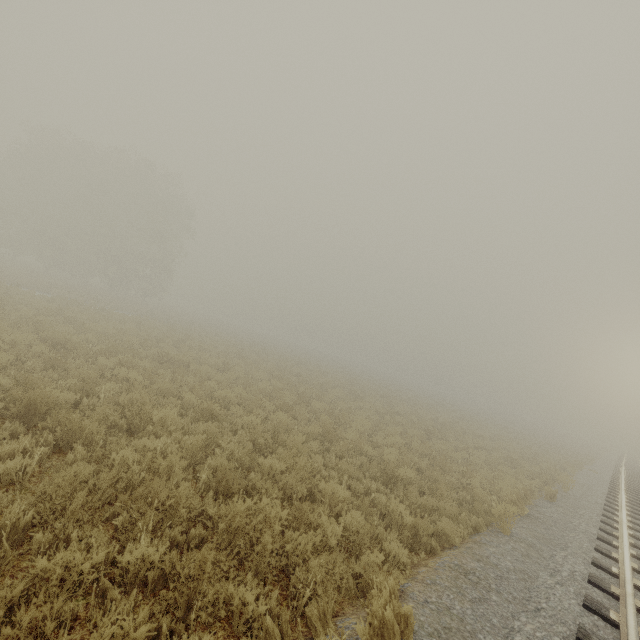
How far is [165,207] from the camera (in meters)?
A: 37.44
